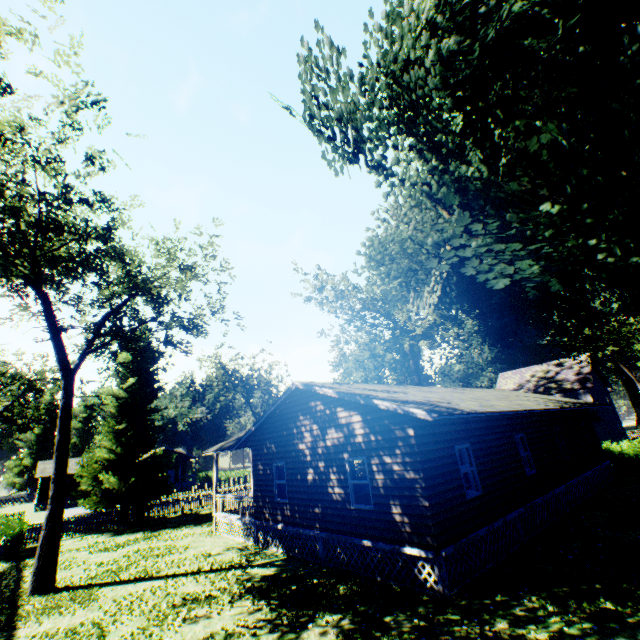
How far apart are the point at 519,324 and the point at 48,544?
21.8 meters

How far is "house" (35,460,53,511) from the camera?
44.91m

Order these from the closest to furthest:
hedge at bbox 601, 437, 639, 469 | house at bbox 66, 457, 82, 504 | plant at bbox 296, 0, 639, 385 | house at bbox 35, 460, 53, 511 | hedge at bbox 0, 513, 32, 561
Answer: plant at bbox 296, 0, 639, 385, hedge at bbox 0, 513, 32, 561, hedge at bbox 601, 437, 639, 469, house at bbox 35, 460, 53, 511, house at bbox 66, 457, 82, 504

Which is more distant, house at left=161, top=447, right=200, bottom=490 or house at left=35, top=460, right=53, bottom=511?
house at left=161, top=447, right=200, bottom=490

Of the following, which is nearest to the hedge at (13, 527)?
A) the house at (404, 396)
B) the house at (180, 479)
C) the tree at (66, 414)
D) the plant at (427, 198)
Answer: the plant at (427, 198)

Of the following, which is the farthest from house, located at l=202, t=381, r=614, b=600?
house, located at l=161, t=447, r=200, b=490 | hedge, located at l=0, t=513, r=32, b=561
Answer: house, located at l=161, t=447, r=200, b=490

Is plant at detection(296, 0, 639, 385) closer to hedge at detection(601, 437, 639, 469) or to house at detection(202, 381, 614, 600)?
hedge at detection(601, 437, 639, 469)

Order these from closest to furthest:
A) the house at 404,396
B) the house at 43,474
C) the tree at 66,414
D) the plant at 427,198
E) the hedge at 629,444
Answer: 1. the plant at 427,198
2. the house at 404,396
3. the tree at 66,414
4. the hedge at 629,444
5. the house at 43,474
